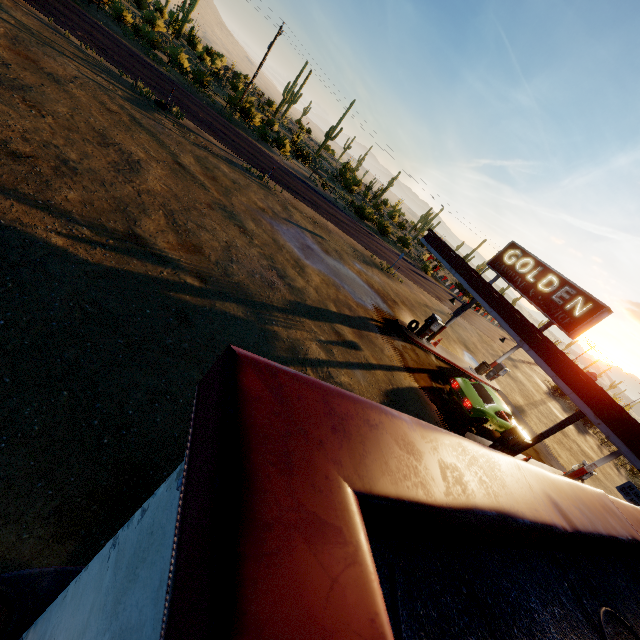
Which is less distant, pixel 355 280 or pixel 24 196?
pixel 24 196

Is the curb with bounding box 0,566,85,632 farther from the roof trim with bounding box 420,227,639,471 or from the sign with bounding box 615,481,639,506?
the sign with bounding box 615,481,639,506

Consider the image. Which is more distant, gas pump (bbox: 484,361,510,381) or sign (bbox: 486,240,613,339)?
gas pump (bbox: 484,361,510,381)

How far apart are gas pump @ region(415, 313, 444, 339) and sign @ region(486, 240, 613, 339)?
3.7 meters

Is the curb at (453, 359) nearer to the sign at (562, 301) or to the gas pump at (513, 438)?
the sign at (562, 301)

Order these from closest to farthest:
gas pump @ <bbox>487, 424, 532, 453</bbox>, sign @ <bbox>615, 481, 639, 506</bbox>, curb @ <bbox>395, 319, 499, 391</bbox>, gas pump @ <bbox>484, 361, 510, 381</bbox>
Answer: sign @ <bbox>615, 481, 639, 506</bbox> → gas pump @ <bbox>487, 424, 532, 453</bbox> → curb @ <bbox>395, 319, 499, 391</bbox> → gas pump @ <bbox>484, 361, 510, 381</bbox>

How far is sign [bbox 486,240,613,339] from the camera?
11.8m

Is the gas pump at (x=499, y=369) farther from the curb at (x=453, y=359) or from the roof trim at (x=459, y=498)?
the roof trim at (x=459, y=498)
